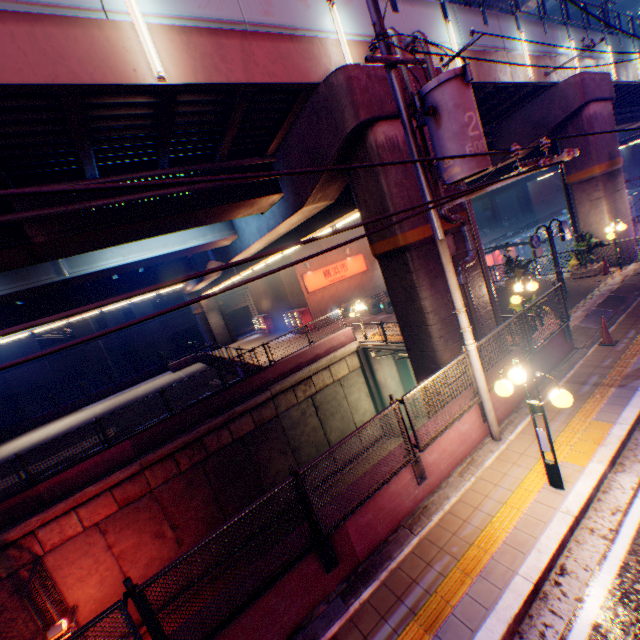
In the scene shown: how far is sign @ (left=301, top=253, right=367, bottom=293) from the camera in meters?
26.5

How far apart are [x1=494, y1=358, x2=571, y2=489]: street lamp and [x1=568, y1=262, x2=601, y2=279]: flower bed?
13.7 meters

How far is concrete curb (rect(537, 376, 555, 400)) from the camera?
8.24m

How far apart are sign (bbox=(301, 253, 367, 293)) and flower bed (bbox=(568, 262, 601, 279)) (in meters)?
15.86

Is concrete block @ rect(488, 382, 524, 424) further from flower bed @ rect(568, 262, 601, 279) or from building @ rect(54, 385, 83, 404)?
building @ rect(54, 385, 83, 404)

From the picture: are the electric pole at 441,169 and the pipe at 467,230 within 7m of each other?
yes

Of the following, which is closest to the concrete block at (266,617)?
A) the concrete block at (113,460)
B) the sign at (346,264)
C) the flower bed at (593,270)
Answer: the flower bed at (593,270)

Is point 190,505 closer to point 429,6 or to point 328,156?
point 328,156
